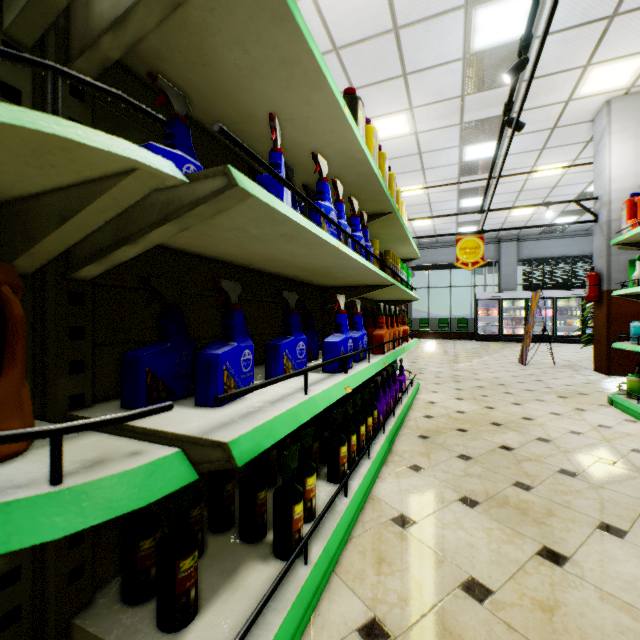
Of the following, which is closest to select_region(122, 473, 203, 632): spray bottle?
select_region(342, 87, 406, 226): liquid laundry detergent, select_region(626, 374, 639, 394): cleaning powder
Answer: select_region(342, 87, 406, 226): liquid laundry detergent

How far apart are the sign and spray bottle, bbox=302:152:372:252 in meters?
5.6

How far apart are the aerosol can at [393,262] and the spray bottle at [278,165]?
1.5m

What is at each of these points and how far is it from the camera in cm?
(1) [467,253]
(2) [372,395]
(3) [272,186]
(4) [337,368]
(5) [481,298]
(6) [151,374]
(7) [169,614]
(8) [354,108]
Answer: (1) sign, 704
(2) spray bottle, 238
(3) spray bottle, 108
(4) spray bottle, 155
(5) wall refrigerator door, 1489
(6) spray bottle, 95
(7) spray bottle, 88
(8) liquid laundry detergent, 182

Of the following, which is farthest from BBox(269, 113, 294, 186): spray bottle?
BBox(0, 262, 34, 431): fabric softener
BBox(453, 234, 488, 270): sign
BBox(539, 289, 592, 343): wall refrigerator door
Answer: BBox(539, 289, 592, 343): wall refrigerator door

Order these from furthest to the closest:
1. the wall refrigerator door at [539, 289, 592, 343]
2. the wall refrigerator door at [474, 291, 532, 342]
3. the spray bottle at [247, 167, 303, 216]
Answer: the wall refrigerator door at [474, 291, 532, 342], the wall refrigerator door at [539, 289, 592, 343], the spray bottle at [247, 167, 303, 216]

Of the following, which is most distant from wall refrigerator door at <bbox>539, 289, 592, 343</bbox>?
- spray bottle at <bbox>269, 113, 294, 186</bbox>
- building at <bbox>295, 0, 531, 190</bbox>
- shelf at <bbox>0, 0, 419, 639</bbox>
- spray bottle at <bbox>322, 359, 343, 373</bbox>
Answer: spray bottle at <bbox>269, 113, 294, 186</bbox>

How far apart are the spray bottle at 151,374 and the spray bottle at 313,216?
0.3 meters
